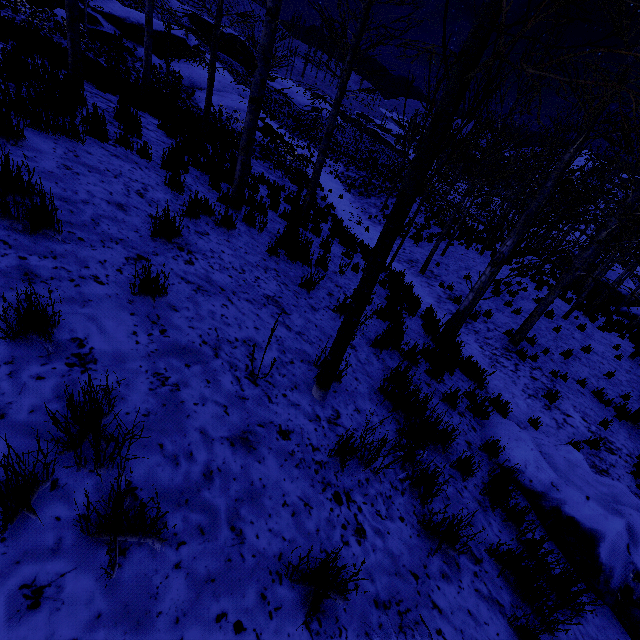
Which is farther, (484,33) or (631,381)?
(631,381)

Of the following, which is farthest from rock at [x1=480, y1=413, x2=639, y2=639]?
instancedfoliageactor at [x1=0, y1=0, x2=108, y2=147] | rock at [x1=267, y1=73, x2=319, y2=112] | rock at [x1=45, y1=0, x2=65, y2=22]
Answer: rock at [x1=267, y1=73, x2=319, y2=112]

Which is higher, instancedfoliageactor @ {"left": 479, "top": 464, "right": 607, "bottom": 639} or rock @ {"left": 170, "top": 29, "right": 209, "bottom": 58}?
rock @ {"left": 170, "top": 29, "right": 209, "bottom": 58}

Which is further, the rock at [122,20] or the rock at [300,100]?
the rock at [300,100]

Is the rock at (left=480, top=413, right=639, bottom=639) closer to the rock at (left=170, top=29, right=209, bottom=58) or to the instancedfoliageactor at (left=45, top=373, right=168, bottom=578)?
the instancedfoliageactor at (left=45, top=373, right=168, bottom=578)

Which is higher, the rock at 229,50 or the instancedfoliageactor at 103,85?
the rock at 229,50

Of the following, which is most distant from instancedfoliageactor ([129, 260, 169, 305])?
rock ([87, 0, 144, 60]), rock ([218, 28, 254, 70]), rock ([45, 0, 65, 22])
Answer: rock ([218, 28, 254, 70])
